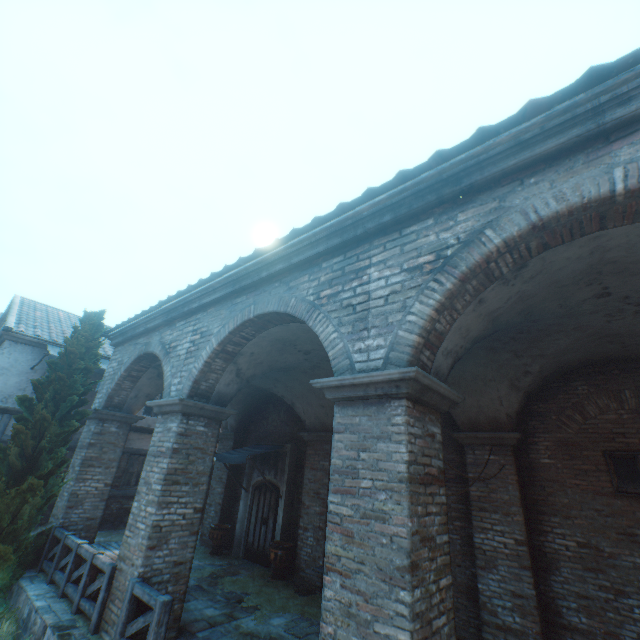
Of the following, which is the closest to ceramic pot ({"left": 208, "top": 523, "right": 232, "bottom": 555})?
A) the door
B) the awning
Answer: the door

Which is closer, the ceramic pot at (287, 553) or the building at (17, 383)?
the ceramic pot at (287, 553)

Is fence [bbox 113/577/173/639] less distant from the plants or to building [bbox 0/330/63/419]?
the plants

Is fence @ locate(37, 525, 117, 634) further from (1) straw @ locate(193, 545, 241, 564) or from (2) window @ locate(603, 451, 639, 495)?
(2) window @ locate(603, 451, 639, 495)

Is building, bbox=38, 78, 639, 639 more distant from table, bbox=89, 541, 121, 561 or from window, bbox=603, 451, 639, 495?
window, bbox=603, 451, 639, 495

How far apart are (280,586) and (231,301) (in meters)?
7.74

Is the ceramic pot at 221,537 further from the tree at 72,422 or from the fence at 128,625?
the fence at 128,625

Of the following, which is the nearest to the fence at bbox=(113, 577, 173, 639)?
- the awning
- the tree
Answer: the tree
